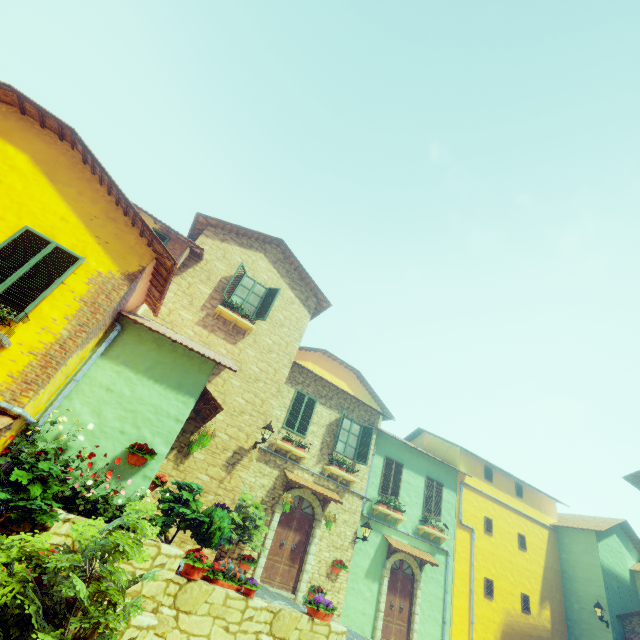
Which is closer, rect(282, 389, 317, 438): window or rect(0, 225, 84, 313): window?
rect(0, 225, 84, 313): window

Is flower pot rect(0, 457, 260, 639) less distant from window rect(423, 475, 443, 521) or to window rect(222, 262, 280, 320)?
window rect(222, 262, 280, 320)

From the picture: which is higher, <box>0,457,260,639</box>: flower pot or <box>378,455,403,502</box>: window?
<box>378,455,403,502</box>: window

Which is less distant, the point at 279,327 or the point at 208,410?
the point at 208,410

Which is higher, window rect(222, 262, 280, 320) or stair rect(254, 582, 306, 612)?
window rect(222, 262, 280, 320)

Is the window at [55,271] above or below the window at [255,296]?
below

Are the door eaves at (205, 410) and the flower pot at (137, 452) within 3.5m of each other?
yes

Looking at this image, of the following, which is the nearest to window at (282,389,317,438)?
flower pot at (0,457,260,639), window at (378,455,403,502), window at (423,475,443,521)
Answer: window at (378,455,403,502)
